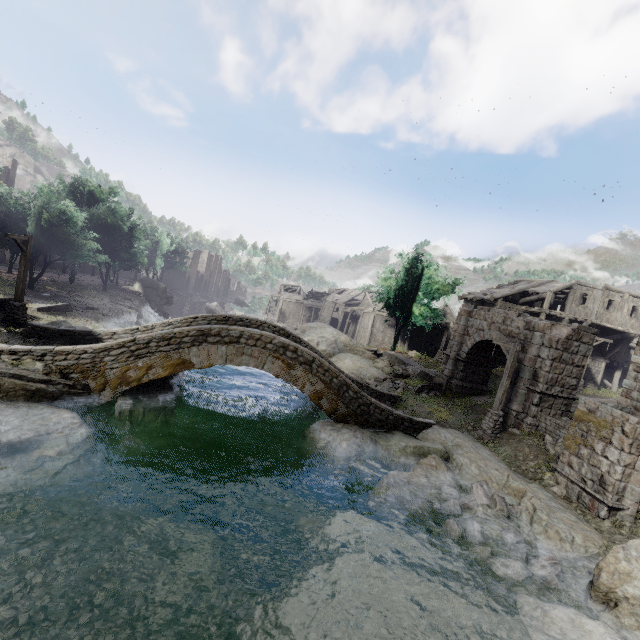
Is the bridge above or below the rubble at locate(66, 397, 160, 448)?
above

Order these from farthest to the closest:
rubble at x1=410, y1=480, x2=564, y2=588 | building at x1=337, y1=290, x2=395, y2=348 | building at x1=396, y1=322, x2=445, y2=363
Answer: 1. building at x1=337, y1=290, x2=395, y2=348
2. building at x1=396, y1=322, x2=445, y2=363
3. rubble at x1=410, y1=480, x2=564, y2=588

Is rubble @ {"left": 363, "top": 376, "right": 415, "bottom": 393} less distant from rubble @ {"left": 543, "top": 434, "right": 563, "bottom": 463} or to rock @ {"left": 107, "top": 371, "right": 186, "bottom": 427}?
rubble @ {"left": 543, "top": 434, "right": 563, "bottom": 463}

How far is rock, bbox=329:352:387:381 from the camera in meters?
25.4 m

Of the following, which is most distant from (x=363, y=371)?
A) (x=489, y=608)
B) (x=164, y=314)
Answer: (x=164, y=314)

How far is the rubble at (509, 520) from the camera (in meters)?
9.02

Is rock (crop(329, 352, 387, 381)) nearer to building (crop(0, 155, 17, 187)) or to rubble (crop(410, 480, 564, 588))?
rubble (crop(410, 480, 564, 588))

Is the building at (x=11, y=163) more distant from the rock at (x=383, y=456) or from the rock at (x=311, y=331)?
the rock at (x=383, y=456)
